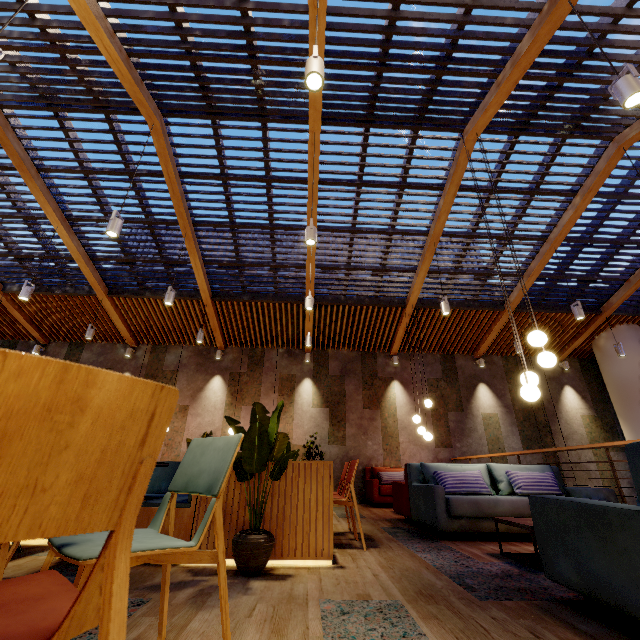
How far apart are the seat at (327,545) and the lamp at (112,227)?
2.9m

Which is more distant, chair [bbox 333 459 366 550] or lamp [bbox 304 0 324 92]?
chair [bbox 333 459 366 550]

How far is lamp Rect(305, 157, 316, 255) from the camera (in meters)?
4.37

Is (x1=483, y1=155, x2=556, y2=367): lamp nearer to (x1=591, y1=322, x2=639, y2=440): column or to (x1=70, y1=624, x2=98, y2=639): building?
(x1=70, y1=624, x2=98, y2=639): building

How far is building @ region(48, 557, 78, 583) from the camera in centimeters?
228cm

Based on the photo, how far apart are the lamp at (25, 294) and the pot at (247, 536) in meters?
6.3 m

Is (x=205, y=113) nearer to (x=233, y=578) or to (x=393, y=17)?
(x=393, y=17)

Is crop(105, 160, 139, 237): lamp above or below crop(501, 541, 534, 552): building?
above
